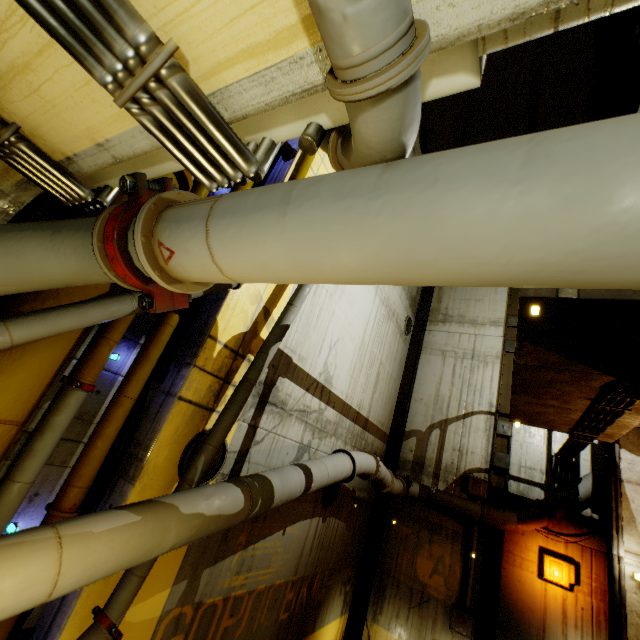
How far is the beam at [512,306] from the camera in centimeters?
988cm

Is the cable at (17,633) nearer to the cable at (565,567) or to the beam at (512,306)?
the beam at (512,306)

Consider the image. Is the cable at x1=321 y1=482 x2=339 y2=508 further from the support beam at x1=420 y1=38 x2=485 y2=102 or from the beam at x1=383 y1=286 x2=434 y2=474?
the support beam at x1=420 y1=38 x2=485 y2=102

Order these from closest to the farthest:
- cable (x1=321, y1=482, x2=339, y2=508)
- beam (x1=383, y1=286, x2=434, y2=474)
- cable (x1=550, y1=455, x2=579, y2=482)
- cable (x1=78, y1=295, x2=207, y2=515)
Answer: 1. cable (x1=78, y1=295, x2=207, y2=515)
2. cable (x1=321, y1=482, x2=339, y2=508)
3. cable (x1=550, y1=455, x2=579, y2=482)
4. beam (x1=383, y1=286, x2=434, y2=474)

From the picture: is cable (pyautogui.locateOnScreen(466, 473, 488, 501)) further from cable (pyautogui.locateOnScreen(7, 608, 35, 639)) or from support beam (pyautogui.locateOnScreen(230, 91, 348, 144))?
support beam (pyautogui.locateOnScreen(230, 91, 348, 144))

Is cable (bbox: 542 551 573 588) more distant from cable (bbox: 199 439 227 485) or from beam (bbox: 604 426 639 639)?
cable (bbox: 199 439 227 485)

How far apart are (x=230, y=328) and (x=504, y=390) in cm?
1023

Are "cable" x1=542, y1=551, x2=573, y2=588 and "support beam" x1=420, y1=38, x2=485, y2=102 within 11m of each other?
no
